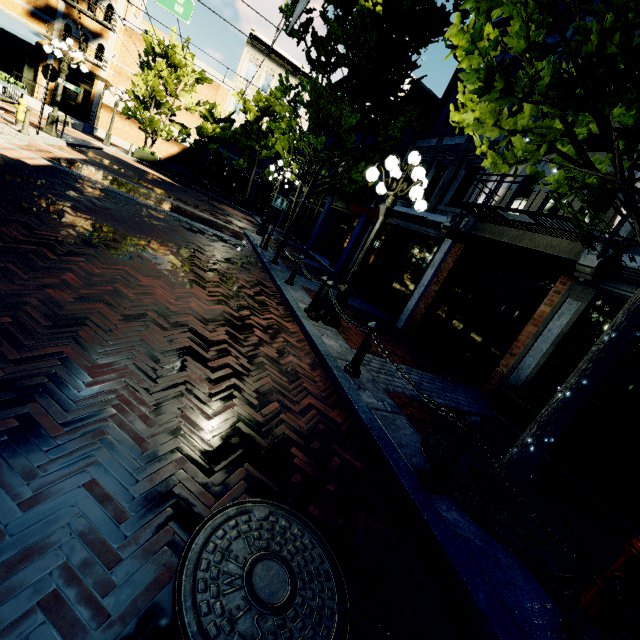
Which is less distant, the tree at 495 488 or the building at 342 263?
the tree at 495 488

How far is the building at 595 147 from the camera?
7.1 meters

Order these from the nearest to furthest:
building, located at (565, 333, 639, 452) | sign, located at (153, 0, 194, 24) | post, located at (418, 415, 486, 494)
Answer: post, located at (418, 415, 486, 494) → building, located at (565, 333, 639, 452) → sign, located at (153, 0, 194, 24)

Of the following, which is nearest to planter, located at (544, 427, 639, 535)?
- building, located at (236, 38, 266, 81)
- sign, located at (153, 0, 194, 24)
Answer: sign, located at (153, 0, 194, 24)

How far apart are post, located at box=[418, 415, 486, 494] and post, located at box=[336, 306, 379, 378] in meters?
1.8

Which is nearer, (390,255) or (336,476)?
(336,476)

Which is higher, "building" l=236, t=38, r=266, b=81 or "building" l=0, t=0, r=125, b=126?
"building" l=236, t=38, r=266, b=81

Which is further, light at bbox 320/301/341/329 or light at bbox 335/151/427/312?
light at bbox 320/301/341/329
